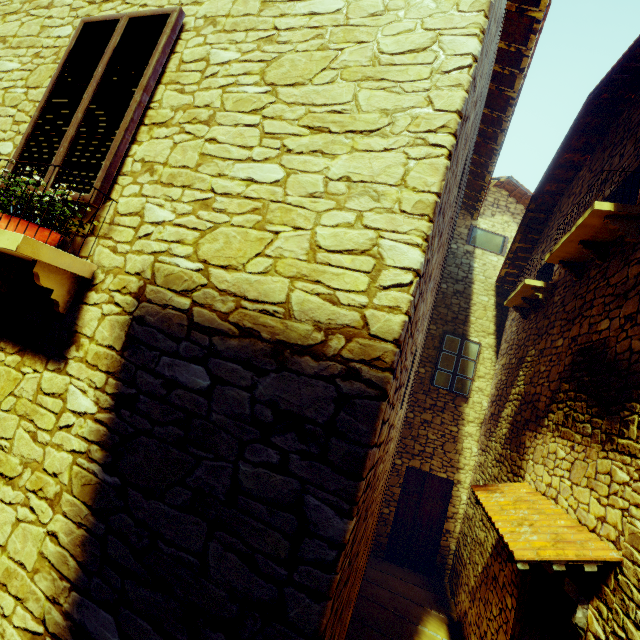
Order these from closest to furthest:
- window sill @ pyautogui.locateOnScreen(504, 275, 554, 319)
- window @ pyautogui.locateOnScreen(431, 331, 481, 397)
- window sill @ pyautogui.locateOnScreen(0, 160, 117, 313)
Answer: window sill @ pyautogui.locateOnScreen(0, 160, 117, 313) → window sill @ pyautogui.locateOnScreen(504, 275, 554, 319) → window @ pyautogui.locateOnScreen(431, 331, 481, 397)

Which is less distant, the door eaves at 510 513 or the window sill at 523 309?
the door eaves at 510 513

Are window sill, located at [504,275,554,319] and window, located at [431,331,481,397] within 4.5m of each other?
yes

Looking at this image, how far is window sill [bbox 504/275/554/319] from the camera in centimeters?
592cm

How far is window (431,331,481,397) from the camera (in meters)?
8.70

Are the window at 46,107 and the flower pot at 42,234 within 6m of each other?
yes

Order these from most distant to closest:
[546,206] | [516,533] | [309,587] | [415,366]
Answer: [546,206] < [415,366] < [516,533] < [309,587]

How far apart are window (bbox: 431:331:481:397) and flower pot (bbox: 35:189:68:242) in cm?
852
